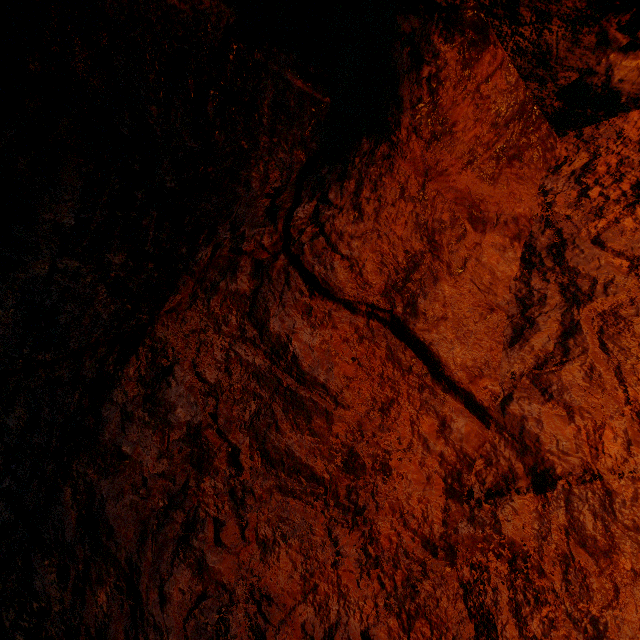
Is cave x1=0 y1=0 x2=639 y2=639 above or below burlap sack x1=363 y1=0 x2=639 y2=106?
below

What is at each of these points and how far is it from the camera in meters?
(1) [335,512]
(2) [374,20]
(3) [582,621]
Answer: (1) cave, 1.1 m
(2) burlap sack, 1.3 m
(3) burlap sack, 0.9 m

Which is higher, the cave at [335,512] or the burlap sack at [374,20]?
the burlap sack at [374,20]

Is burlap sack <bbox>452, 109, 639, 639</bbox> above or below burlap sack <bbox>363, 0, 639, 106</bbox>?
below

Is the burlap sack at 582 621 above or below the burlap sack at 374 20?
below
